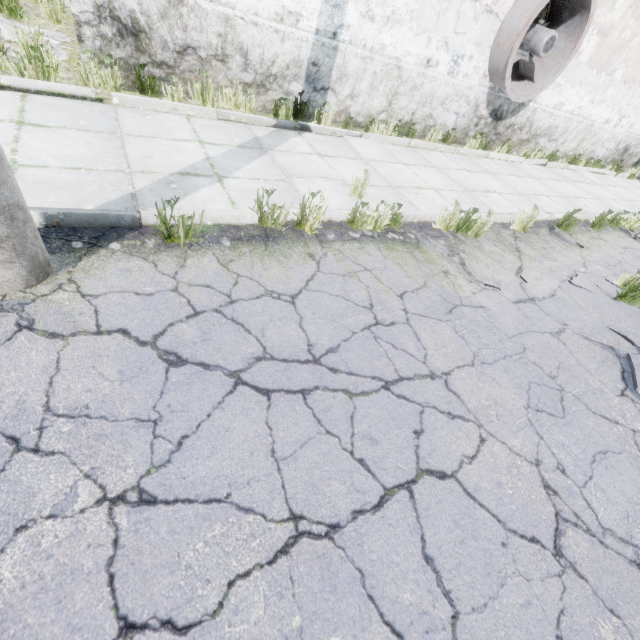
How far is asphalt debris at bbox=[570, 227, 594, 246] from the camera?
6.3m

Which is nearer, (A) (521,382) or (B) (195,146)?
(A) (521,382)

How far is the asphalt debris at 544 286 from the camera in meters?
4.4 m

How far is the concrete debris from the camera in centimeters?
542cm

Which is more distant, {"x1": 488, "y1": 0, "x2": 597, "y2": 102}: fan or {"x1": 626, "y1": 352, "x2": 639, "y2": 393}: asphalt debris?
{"x1": 488, "y1": 0, "x2": 597, "y2": 102}: fan

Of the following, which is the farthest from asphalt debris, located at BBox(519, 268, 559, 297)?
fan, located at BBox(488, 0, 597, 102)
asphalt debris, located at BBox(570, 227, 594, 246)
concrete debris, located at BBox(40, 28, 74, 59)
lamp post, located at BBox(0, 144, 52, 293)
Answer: concrete debris, located at BBox(40, 28, 74, 59)

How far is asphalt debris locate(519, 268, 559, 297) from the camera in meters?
4.4

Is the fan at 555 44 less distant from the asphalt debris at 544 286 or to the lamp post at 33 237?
the asphalt debris at 544 286
